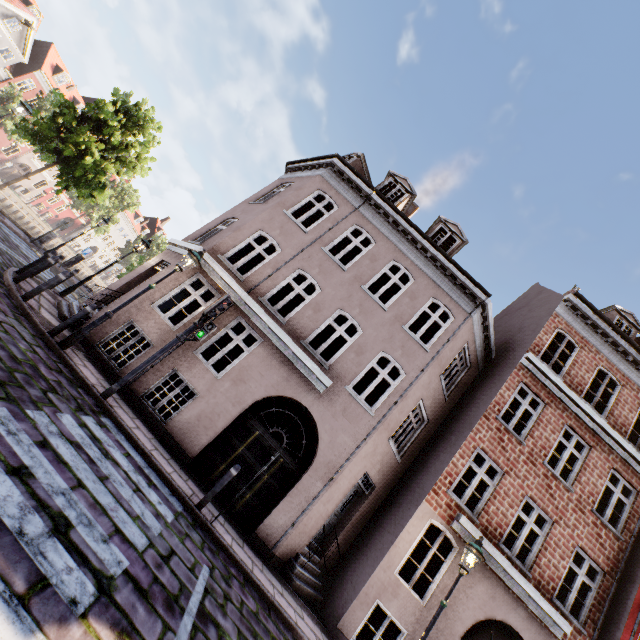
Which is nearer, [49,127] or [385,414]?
[385,414]

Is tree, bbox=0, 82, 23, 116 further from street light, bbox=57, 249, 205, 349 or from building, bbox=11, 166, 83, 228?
building, bbox=11, 166, 83, 228

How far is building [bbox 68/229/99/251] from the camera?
56.7m

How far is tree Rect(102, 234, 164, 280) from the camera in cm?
2756

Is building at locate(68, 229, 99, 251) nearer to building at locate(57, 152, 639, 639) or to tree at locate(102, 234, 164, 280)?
tree at locate(102, 234, 164, 280)

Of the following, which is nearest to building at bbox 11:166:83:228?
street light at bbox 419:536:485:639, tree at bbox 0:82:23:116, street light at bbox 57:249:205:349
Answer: tree at bbox 0:82:23:116

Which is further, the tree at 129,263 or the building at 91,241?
the building at 91,241
